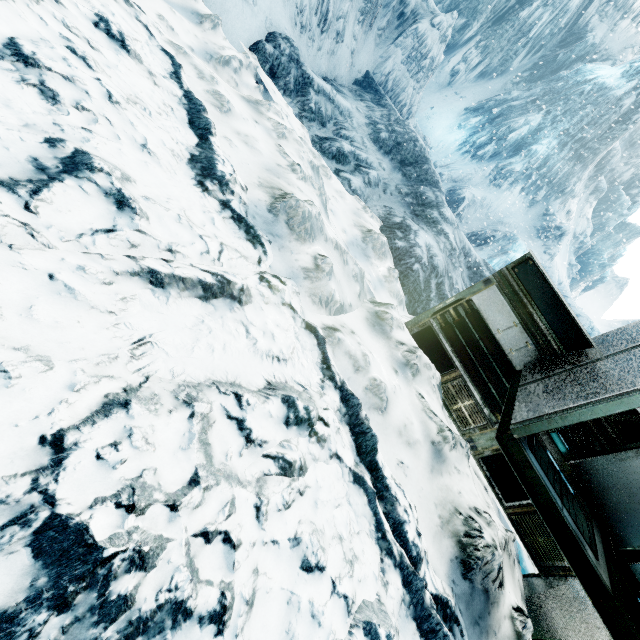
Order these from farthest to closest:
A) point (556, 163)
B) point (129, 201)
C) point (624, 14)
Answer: point (624, 14), point (556, 163), point (129, 201)
